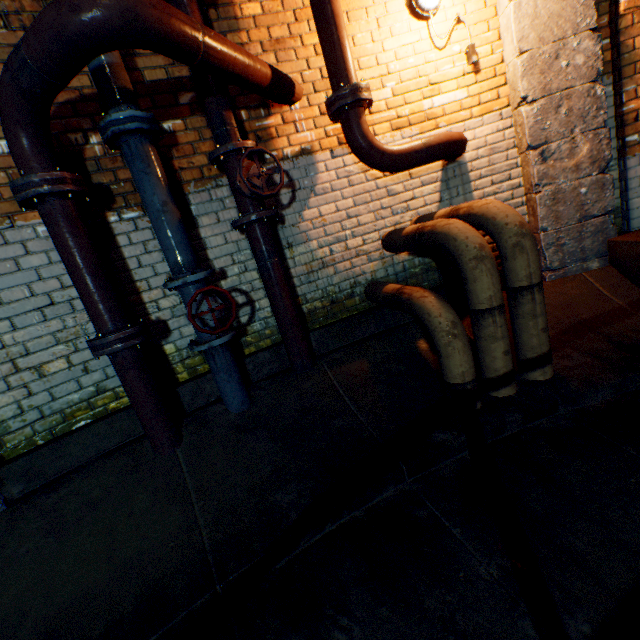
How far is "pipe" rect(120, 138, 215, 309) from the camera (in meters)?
2.17

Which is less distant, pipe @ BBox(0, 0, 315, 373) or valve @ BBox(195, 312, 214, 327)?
pipe @ BBox(0, 0, 315, 373)

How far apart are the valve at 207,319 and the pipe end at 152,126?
1.1m

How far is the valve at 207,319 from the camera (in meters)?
2.28

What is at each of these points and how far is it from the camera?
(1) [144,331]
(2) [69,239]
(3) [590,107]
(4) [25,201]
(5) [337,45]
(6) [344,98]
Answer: (1) pipe end, 2.23m
(2) pipe, 1.98m
(3) support column, 2.79m
(4) pipe end, 1.88m
(5) pipe, 2.39m
(6) pipe end, 2.42m

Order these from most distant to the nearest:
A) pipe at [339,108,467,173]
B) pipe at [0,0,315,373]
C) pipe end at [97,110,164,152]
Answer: pipe at [339,108,467,173]
pipe end at [97,110,164,152]
pipe at [0,0,315,373]

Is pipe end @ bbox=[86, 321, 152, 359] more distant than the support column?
No

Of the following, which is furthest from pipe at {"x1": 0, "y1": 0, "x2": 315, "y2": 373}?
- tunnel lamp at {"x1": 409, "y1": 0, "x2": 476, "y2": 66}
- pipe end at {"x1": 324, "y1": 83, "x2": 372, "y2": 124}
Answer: tunnel lamp at {"x1": 409, "y1": 0, "x2": 476, "y2": 66}
